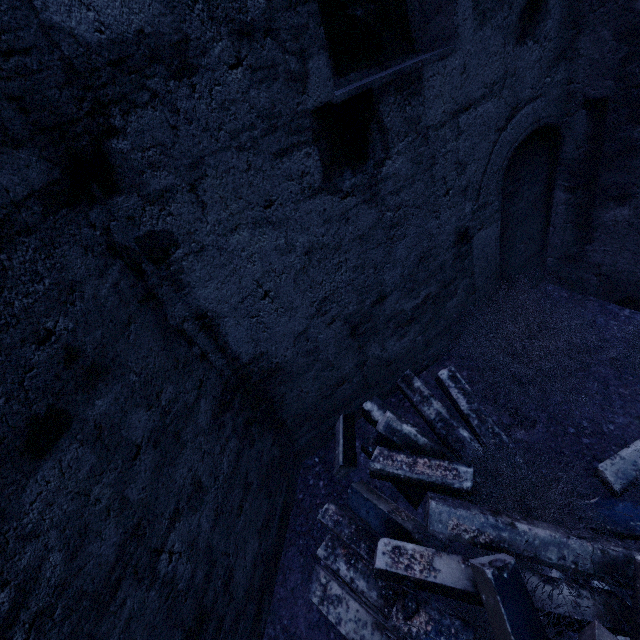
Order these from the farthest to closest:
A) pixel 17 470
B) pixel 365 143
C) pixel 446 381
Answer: pixel 446 381 → pixel 365 143 → pixel 17 470

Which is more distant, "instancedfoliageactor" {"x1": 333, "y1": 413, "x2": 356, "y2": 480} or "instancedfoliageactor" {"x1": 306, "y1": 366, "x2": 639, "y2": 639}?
"instancedfoliageactor" {"x1": 333, "y1": 413, "x2": 356, "y2": 480}

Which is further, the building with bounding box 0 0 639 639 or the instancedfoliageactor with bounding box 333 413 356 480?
the instancedfoliageactor with bounding box 333 413 356 480

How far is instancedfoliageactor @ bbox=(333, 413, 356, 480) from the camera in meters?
2.9 m

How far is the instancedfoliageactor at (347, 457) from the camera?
2.93m

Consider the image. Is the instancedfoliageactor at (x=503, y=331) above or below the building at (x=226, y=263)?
below
